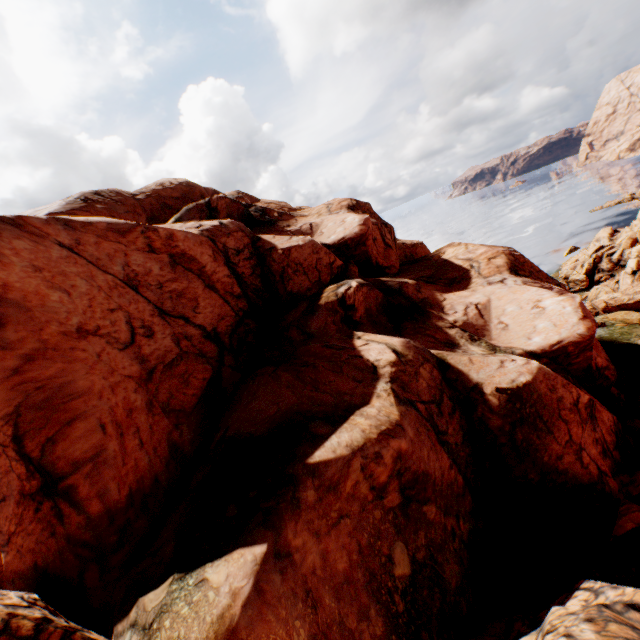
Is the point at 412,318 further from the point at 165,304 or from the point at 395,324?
the point at 165,304
